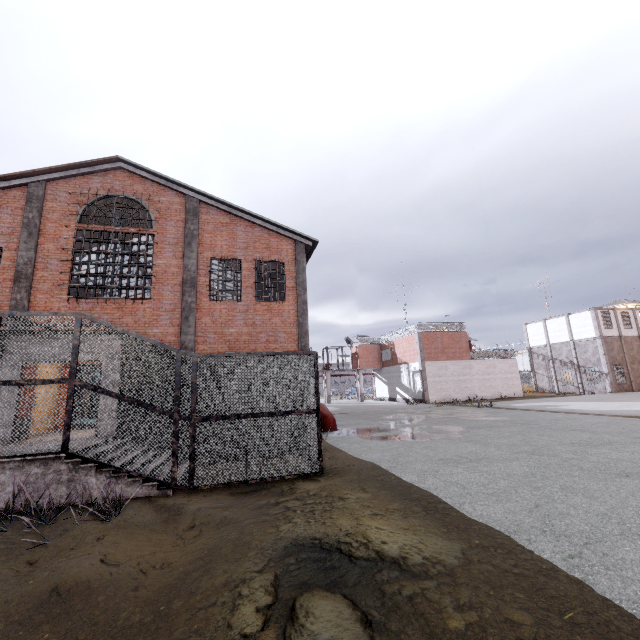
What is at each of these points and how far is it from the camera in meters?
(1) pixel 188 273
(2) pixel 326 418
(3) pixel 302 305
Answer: (1) column, 13.9 m
(2) pipe, 15.2 m
(3) column, 14.9 m

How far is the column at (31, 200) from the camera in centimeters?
1215cm

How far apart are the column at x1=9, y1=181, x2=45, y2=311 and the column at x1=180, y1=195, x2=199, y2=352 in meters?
5.3 m

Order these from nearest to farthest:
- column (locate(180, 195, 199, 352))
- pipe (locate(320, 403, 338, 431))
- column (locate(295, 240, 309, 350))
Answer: column (locate(180, 195, 199, 352)), column (locate(295, 240, 309, 350)), pipe (locate(320, 403, 338, 431))

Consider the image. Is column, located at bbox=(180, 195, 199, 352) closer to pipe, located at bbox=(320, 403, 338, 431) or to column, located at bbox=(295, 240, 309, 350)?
column, located at bbox=(295, 240, 309, 350)

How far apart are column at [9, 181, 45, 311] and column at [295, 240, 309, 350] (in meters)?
10.27

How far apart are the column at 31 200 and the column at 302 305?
10.3 meters
